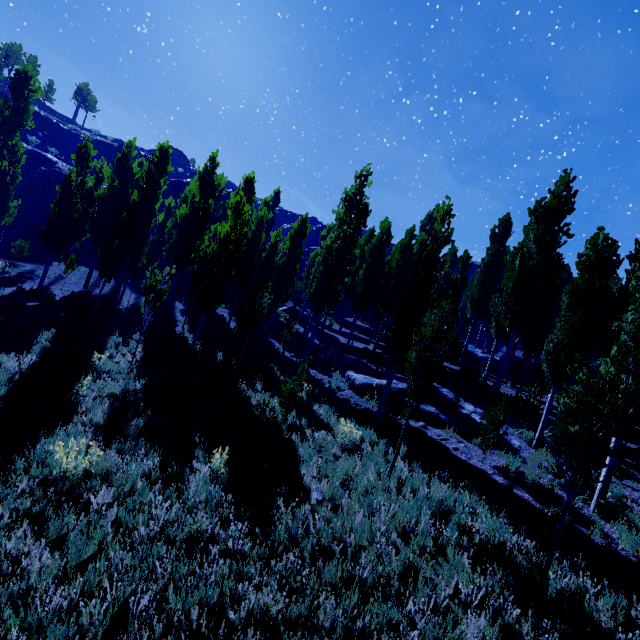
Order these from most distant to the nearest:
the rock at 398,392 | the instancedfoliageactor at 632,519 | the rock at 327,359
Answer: the rock at 327,359 → the rock at 398,392 → the instancedfoliageactor at 632,519

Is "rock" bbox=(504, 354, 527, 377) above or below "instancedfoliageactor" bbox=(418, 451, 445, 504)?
above

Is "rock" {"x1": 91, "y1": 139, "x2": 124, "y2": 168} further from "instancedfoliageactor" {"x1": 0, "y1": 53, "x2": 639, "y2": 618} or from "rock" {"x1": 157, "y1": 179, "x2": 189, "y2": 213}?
A: "rock" {"x1": 157, "y1": 179, "x2": 189, "y2": 213}

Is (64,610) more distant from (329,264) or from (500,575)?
(329,264)

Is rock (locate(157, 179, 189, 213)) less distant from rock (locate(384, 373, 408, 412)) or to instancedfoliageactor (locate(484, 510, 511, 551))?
instancedfoliageactor (locate(484, 510, 511, 551))

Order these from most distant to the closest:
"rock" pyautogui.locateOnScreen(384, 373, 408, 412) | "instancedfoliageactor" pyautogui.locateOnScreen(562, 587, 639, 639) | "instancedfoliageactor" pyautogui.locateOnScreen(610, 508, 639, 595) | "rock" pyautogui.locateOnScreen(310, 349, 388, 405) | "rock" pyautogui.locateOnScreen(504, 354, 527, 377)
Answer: "rock" pyautogui.locateOnScreen(504, 354, 527, 377)
"rock" pyautogui.locateOnScreen(310, 349, 388, 405)
"rock" pyautogui.locateOnScreen(384, 373, 408, 412)
"instancedfoliageactor" pyautogui.locateOnScreen(610, 508, 639, 595)
"instancedfoliageactor" pyautogui.locateOnScreen(562, 587, 639, 639)

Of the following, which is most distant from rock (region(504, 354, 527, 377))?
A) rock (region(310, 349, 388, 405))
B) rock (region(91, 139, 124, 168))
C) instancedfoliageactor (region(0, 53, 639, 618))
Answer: rock (region(91, 139, 124, 168))

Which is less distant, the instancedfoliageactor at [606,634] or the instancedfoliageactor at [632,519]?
the instancedfoliageactor at [606,634]
